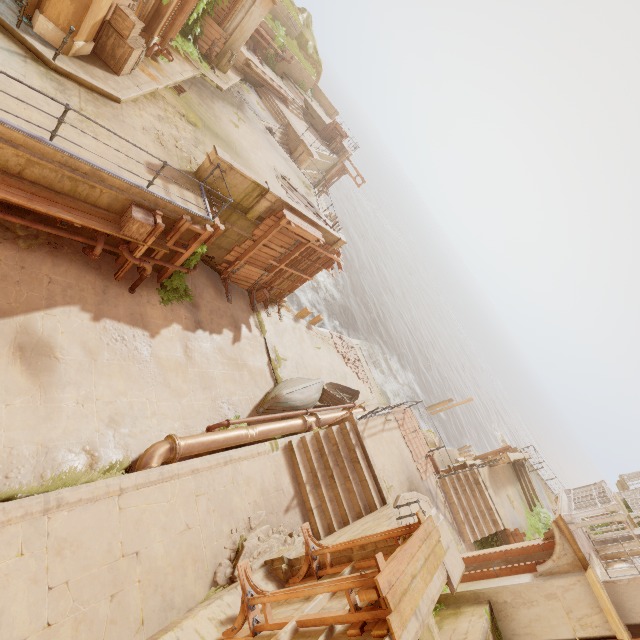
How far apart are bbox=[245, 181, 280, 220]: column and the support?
12.8m

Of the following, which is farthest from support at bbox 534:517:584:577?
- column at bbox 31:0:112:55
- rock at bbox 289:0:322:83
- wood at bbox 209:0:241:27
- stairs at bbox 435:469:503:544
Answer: rock at bbox 289:0:322:83

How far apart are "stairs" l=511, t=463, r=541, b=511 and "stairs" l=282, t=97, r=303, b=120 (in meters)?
31.96

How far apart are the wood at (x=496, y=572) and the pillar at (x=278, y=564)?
4.0 meters

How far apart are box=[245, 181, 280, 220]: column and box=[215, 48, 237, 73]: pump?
11.4m

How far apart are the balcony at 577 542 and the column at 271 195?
12.8m

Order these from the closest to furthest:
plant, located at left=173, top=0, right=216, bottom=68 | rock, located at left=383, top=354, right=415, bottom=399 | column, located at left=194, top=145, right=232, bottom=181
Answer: column, located at left=194, top=145, right=232, bottom=181, plant, located at left=173, top=0, right=216, bottom=68, rock, located at left=383, top=354, right=415, bottom=399

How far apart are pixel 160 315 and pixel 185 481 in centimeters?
562cm
